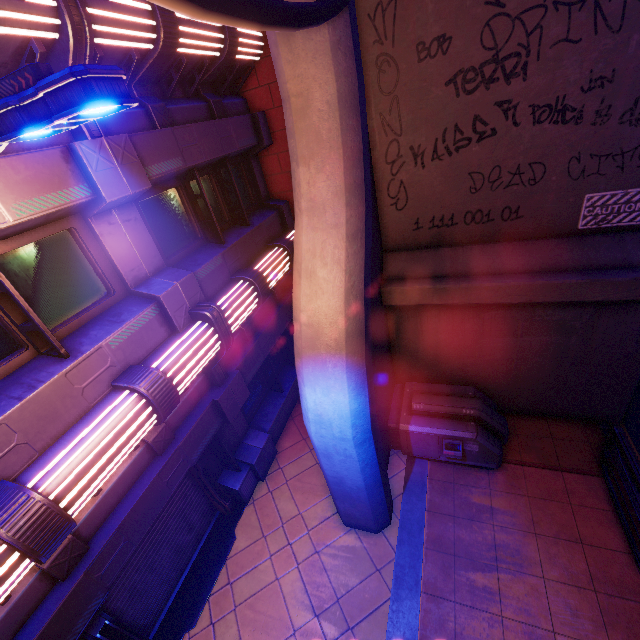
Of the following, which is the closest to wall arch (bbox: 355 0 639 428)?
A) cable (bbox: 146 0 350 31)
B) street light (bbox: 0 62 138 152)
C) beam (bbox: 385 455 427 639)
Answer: cable (bbox: 146 0 350 31)

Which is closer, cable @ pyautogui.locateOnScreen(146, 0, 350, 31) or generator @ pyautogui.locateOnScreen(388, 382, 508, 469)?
cable @ pyautogui.locateOnScreen(146, 0, 350, 31)

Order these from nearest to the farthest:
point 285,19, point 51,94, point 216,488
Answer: point 51,94
point 285,19
point 216,488

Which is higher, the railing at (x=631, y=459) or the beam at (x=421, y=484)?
the railing at (x=631, y=459)

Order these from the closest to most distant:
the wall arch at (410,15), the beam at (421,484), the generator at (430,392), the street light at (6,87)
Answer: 1. the street light at (6,87)
2. the wall arch at (410,15)
3. the beam at (421,484)
4. the generator at (430,392)

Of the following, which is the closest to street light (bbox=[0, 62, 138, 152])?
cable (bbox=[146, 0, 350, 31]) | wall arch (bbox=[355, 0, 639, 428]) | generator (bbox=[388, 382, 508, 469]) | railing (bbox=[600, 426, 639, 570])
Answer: cable (bbox=[146, 0, 350, 31])

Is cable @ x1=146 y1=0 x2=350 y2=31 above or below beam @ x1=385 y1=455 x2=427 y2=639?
above

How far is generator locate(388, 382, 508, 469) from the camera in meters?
6.7
